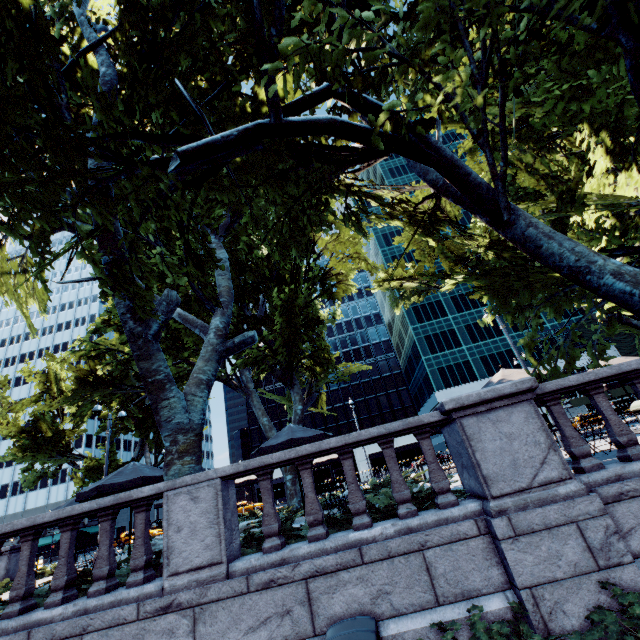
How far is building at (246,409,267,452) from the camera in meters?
57.0 m

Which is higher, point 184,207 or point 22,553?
point 184,207

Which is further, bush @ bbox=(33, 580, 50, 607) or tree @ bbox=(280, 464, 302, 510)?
tree @ bbox=(280, 464, 302, 510)

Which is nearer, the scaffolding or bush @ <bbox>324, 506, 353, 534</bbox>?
bush @ <bbox>324, 506, 353, 534</bbox>

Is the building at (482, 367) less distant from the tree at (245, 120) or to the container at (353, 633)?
the tree at (245, 120)

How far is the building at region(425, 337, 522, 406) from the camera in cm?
5688

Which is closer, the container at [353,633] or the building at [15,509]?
the container at [353,633]

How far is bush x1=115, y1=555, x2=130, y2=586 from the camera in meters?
5.6 m
